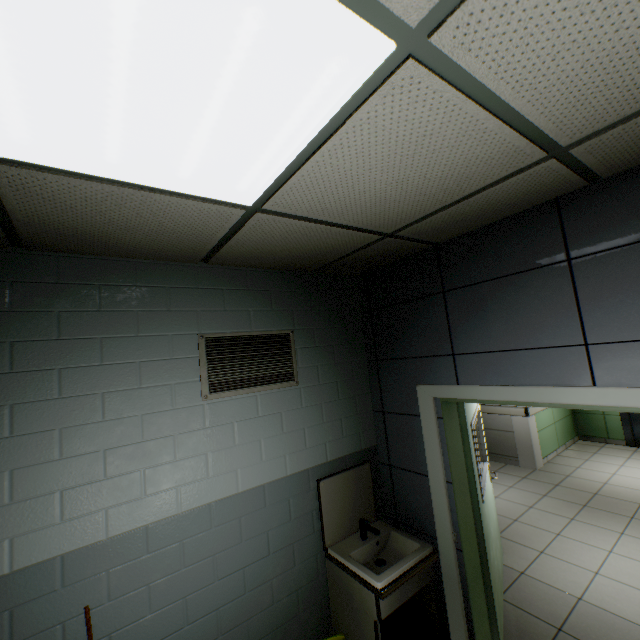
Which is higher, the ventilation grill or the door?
the ventilation grill

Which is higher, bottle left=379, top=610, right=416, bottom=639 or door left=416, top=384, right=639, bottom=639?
door left=416, top=384, right=639, bottom=639

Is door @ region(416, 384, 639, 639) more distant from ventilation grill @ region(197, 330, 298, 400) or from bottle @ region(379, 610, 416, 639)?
ventilation grill @ region(197, 330, 298, 400)

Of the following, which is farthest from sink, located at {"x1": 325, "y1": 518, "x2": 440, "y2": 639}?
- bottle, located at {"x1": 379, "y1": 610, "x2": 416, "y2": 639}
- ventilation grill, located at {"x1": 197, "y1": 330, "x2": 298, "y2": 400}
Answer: ventilation grill, located at {"x1": 197, "y1": 330, "x2": 298, "y2": 400}

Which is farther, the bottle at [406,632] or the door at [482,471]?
the bottle at [406,632]

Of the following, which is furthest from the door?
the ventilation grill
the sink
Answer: the ventilation grill

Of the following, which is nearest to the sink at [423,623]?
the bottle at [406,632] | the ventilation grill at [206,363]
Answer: the bottle at [406,632]

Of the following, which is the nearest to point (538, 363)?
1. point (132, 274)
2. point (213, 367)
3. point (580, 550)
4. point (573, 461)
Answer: point (213, 367)
